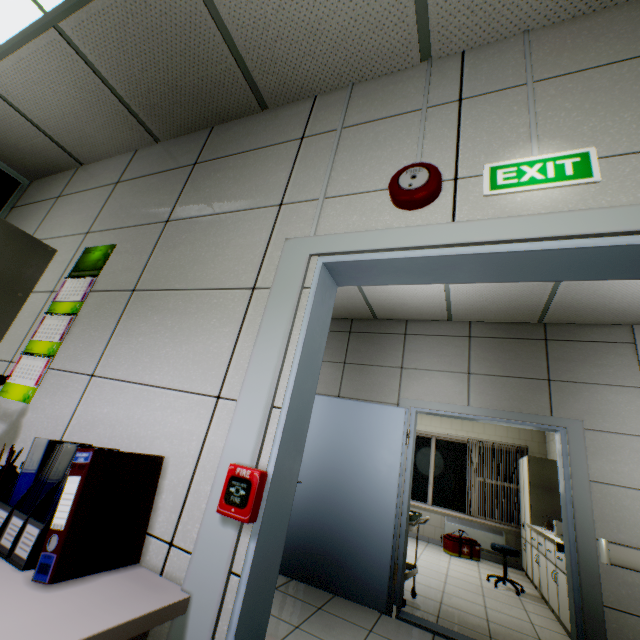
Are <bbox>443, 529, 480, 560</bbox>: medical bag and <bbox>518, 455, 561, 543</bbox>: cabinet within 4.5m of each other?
yes

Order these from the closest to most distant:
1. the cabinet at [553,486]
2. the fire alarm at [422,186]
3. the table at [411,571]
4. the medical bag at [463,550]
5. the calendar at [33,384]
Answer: the fire alarm at [422,186], the calendar at [33,384], the table at [411,571], the cabinet at [553,486], the medical bag at [463,550]

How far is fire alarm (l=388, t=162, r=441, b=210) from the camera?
1.2m

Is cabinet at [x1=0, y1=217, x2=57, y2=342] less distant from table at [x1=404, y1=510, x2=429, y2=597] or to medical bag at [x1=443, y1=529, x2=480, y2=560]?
table at [x1=404, y1=510, x2=429, y2=597]

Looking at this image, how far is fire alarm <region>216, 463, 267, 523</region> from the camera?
0.97m

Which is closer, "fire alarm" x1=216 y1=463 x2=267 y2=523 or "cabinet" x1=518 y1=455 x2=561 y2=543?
"fire alarm" x1=216 y1=463 x2=267 y2=523

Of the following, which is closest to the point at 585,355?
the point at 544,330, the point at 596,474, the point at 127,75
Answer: the point at 544,330

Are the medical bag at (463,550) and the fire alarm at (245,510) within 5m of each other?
no
